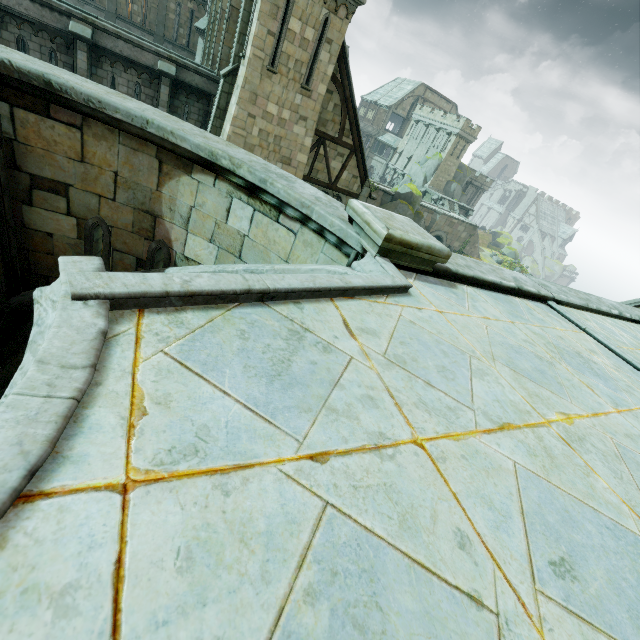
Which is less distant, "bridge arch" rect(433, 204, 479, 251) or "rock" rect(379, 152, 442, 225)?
"rock" rect(379, 152, 442, 225)

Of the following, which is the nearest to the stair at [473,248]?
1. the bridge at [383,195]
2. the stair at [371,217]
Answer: the bridge at [383,195]

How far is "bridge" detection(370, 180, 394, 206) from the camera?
40.5m

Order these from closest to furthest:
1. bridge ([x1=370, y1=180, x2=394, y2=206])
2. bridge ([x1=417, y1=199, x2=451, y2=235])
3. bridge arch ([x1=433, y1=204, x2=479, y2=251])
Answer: bridge ([x1=370, y1=180, x2=394, y2=206]) → bridge ([x1=417, y1=199, x2=451, y2=235]) → bridge arch ([x1=433, y1=204, x2=479, y2=251])

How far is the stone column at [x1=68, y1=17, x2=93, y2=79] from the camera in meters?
13.1

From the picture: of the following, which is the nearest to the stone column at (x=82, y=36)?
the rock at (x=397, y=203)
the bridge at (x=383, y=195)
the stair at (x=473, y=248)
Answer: the bridge at (x=383, y=195)

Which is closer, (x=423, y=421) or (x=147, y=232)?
(x=423, y=421)

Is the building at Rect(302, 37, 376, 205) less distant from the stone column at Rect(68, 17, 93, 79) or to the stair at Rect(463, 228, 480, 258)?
the stone column at Rect(68, 17, 93, 79)
